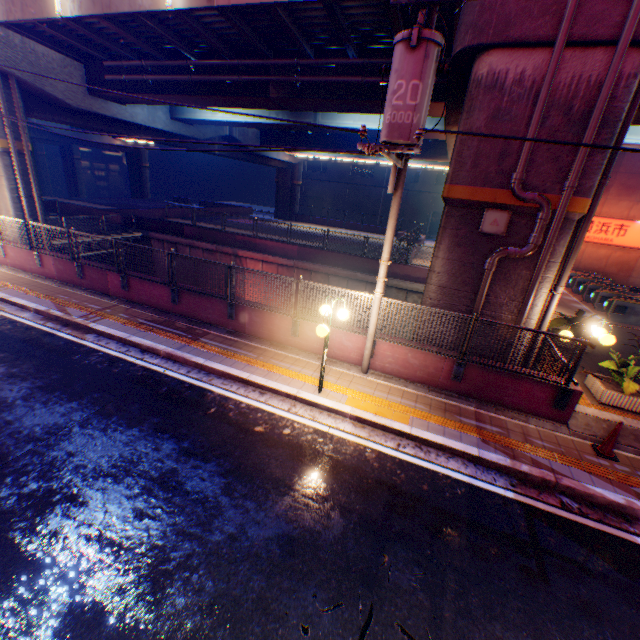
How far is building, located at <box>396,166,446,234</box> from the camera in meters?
45.1

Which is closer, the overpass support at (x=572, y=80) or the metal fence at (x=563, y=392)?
the overpass support at (x=572, y=80)

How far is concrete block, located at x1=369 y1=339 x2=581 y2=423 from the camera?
7.69m

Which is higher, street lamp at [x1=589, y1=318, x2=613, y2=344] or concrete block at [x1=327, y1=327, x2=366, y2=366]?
street lamp at [x1=589, y1=318, x2=613, y2=344]

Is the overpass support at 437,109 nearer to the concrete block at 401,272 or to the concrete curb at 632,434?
the concrete block at 401,272

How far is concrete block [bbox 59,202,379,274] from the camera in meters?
19.5 m

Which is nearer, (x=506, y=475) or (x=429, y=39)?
(x=429, y=39)

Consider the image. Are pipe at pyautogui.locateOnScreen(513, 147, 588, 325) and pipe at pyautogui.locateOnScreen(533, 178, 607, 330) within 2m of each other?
yes
